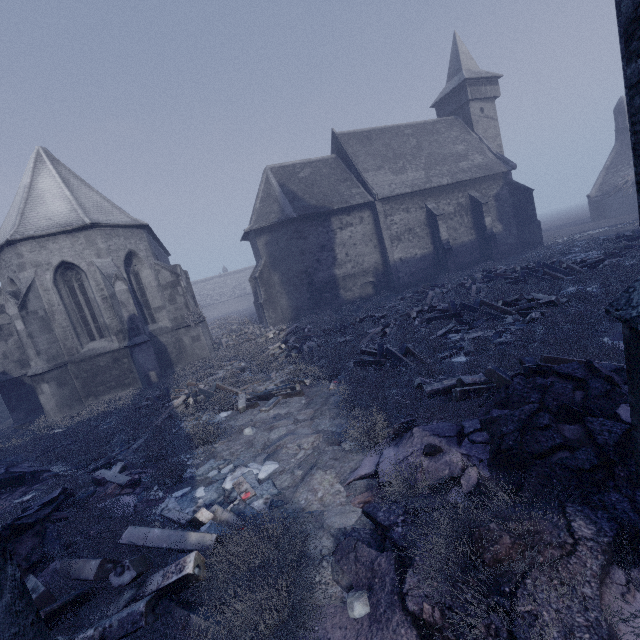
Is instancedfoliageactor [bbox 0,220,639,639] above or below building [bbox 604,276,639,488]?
below

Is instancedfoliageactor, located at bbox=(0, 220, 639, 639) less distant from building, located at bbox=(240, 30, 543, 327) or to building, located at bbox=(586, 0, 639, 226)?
building, located at bbox=(586, 0, 639, 226)

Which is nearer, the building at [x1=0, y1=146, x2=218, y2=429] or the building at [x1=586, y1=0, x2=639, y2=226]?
the building at [x1=586, y1=0, x2=639, y2=226]

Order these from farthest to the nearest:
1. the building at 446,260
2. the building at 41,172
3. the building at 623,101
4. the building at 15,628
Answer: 1. the building at 446,260
2. the building at 41,172
3. the building at 623,101
4. the building at 15,628

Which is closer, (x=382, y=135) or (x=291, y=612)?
(x=291, y=612)

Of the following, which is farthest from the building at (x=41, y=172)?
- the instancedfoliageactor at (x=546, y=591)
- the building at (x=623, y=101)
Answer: the building at (x=623, y=101)

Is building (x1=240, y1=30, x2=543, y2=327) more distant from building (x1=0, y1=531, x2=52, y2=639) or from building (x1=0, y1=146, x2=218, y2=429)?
building (x1=0, y1=531, x2=52, y2=639)

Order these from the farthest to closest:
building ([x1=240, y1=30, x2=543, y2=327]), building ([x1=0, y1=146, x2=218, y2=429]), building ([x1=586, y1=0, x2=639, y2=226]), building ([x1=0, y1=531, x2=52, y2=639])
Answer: building ([x1=240, y1=30, x2=543, y2=327])
building ([x1=0, y1=146, x2=218, y2=429])
building ([x1=586, y1=0, x2=639, y2=226])
building ([x1=0, y1=531, x2=52, y2=639])
